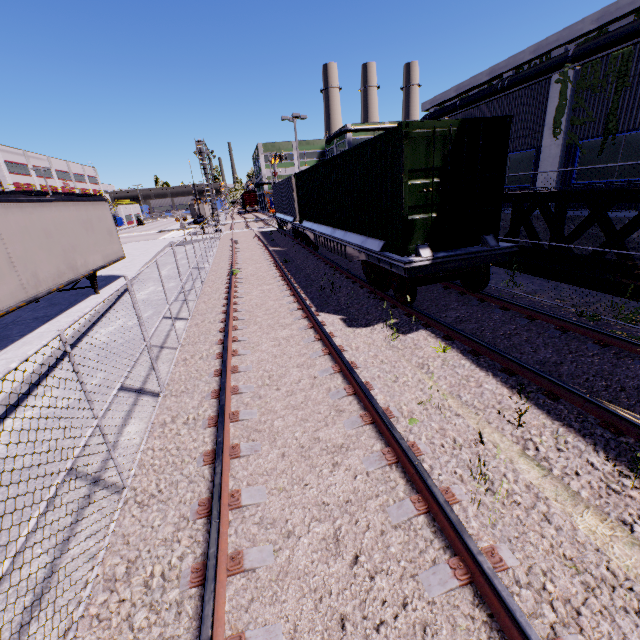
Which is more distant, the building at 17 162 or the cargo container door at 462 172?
the building at 17 162

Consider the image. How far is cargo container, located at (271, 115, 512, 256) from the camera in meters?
6.7

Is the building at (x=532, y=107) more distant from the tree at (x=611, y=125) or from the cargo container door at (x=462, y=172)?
the cargo container door at (x=462, y=172)

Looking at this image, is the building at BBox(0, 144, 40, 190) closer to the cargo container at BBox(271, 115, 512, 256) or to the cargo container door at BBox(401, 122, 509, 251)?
the cargo container at BBox(271, 115, 512, 256)

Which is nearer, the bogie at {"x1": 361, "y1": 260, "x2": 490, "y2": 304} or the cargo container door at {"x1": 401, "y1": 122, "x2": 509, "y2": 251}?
the cargo container door at {"x1": 401, "y1": 122, "x2": 509, "y2": 251}

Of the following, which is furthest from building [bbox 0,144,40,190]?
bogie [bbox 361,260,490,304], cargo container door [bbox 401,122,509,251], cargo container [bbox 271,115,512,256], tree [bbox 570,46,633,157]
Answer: bogie [bbox 361,260,490,304]

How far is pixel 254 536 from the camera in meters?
3.0 m

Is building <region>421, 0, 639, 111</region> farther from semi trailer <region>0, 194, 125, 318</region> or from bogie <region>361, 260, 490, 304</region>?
bogie <region>361, 260, 490, 304</region>
